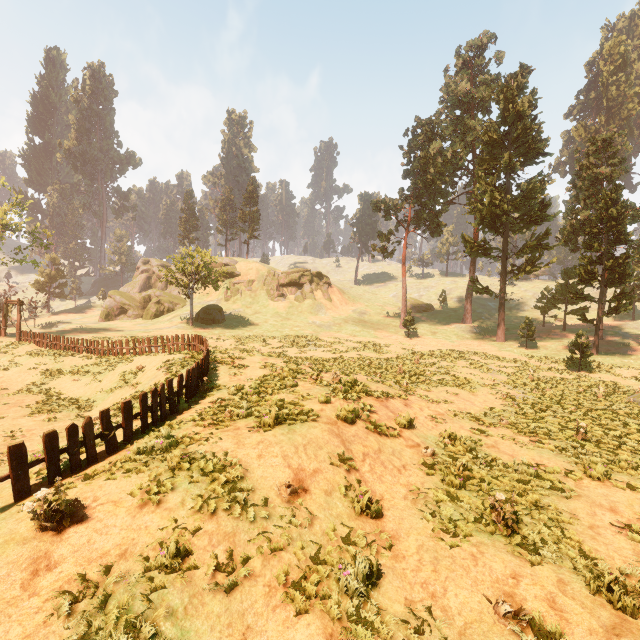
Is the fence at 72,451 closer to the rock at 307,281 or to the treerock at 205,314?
the treerock at 205,314

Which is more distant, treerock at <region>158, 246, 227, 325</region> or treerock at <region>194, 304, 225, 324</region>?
treerock at <region>194, 304, 225, 324</region>

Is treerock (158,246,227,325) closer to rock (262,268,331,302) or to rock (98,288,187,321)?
rock (98,288,187,321)

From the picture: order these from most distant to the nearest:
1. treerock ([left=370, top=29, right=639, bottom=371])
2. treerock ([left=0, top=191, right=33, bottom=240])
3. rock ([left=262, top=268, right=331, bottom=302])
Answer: rock ([left=262, top=268, right=331, bottom=302]) < treerock ([left=0, top=191, right=33, bottom=240]) < treerock ([left=370, top=29, right=639, bottom=371])

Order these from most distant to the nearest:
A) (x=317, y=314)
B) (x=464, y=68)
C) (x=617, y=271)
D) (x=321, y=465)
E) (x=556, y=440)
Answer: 1. (x=317, y=314)
2. (x=464, y=68)
3. (x=617, y=271)
4. (x=556, y=440)
5. (x=321, y=465)

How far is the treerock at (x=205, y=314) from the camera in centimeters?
4301cm

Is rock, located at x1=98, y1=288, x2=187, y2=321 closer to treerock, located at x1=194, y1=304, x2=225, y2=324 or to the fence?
treerock, located at x1=194, y1=304, x2=225, y2=324

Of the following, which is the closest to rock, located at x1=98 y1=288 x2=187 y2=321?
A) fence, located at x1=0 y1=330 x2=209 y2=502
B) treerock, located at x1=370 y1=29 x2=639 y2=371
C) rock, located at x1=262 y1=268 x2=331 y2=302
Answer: rock, located at x1=262 y1=268 x2=331 y2=302
